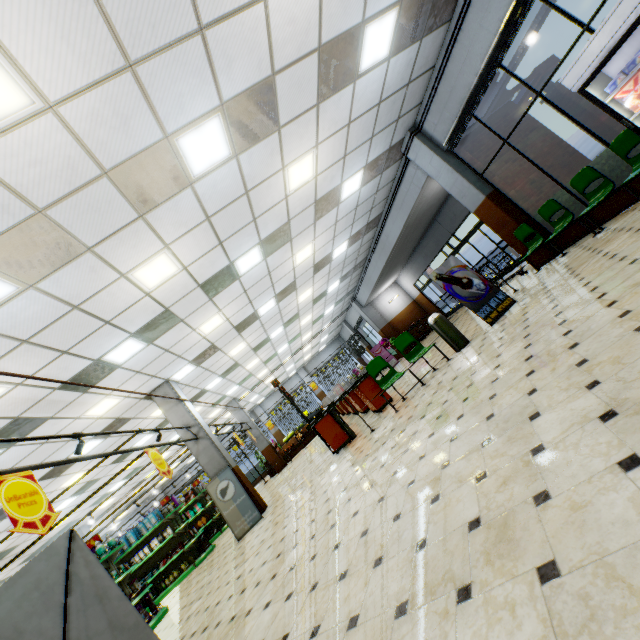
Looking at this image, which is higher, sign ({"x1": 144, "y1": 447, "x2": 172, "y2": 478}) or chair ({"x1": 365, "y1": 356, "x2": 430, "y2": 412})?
sign ({"x1": 144, "y1": 447, "x2": 172, "y2": 478})

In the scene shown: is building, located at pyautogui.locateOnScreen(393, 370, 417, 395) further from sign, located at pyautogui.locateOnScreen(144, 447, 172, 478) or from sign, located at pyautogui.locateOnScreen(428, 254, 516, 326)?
sign, located at pyautogui.locateOnScreen(144, 447, 172, 478)

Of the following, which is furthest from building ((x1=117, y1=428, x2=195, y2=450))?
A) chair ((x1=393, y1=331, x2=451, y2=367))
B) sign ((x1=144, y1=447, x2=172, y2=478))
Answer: sign ((x1=144, y1=447, x2=172, y2=478))

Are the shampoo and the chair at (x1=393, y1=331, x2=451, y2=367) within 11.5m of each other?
yes

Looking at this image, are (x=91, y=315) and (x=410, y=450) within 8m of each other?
yes

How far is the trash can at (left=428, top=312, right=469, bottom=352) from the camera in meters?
7.0 m

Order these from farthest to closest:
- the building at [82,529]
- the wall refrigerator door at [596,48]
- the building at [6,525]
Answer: the building at [82,529] < the building at [6,525] < the wall refrigerator door at [596,48]

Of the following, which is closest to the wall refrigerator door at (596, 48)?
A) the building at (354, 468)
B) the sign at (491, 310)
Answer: the building at (354, 468)
